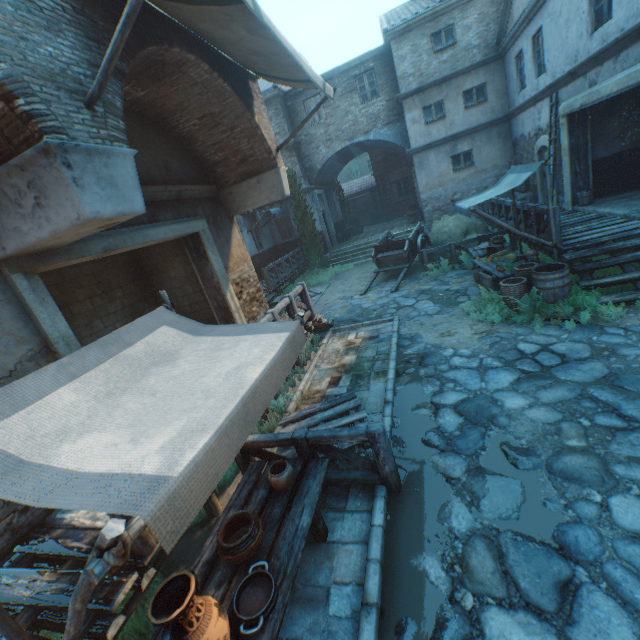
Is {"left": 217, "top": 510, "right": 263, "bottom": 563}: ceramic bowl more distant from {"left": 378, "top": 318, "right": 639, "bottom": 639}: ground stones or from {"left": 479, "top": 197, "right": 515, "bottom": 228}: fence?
{"left": 479, "top": 197, "right": 515, "bottom": 228}: fence

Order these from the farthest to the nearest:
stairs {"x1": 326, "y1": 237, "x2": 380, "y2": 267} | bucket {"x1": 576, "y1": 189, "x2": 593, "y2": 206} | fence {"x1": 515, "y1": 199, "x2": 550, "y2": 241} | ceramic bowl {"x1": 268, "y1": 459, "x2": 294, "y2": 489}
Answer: stairs {"x1": 326, "y1": 237, "x2": 380, "y2": 267}
bucket {"x1": 576, "y1": 189, "x2": 593, "y2": 206}
fence {"x1": 515, "y1": 199, "x2": 550, "y2": 241}
ceramic bowl {"x1": 268, "y1": 459, "x2": 294, "y2": 489}

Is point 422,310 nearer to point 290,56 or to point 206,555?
point 290,56

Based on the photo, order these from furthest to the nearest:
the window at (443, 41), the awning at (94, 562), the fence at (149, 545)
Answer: the window at (443, 41) → the fence at (149, 545) → the awning at (94, 562)

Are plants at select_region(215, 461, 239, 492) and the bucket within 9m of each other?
no

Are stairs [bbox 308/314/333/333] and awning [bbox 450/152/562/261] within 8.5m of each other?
yes

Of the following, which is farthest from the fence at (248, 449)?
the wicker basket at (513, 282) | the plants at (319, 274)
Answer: the plants at (319, 274)

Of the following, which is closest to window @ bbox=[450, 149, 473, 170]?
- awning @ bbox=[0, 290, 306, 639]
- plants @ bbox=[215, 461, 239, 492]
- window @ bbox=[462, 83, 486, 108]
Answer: window @ bbox=[462, 83, 486, 108]
